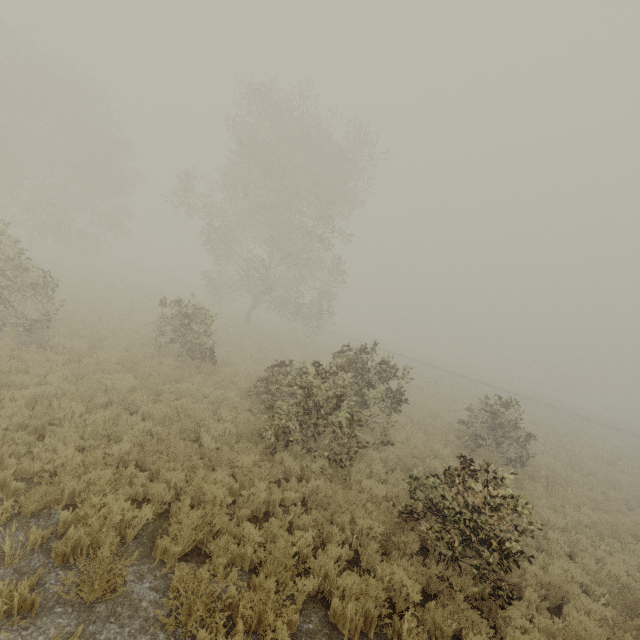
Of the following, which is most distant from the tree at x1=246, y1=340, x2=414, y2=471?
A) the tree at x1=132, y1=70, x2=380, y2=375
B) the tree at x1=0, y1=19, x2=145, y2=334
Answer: the tree at x1=0, y1=19, x2=145, y2=334

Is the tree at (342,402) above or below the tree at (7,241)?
below

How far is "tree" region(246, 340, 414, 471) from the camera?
8.7m

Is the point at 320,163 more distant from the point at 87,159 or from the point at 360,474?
the point at 360,474

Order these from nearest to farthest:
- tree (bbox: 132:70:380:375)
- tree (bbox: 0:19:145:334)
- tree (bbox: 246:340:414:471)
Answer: tree (bbox: 246:340:414:471) → tree (bbox: 0:19:145:334) → tree (bbox: 132:70:380:375)

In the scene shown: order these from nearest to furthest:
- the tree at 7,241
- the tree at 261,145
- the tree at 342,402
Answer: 1. the tree at 342,402
2. the tree at 7,241
3. the tree at 261,145

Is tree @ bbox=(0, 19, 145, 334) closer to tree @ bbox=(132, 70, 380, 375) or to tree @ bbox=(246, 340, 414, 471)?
tree @ bbox=(132, 70, 380, 375)
